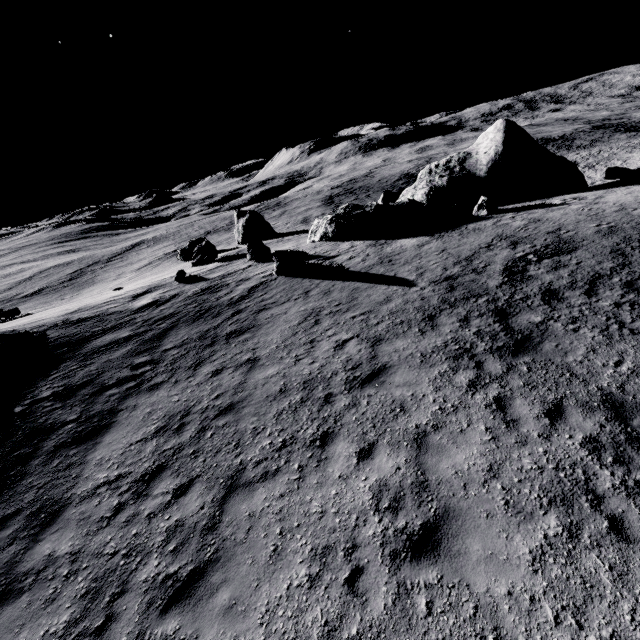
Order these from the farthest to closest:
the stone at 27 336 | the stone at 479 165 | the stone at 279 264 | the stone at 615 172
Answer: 1. the stone at 615 172
2. the stone at 479 165
3. the stone at 279 264
4. the stone at 27 336

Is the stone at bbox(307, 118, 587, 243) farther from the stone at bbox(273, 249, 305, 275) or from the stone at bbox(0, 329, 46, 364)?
the stone at bbox(0, 329, 46, 364)

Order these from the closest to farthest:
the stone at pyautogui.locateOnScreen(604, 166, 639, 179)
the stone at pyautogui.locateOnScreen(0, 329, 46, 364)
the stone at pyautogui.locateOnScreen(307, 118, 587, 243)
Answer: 1. the stone at pyautogui.locateOnScreen(0, 329, 46, 364)
2. the stone at pyautogui.locateOnScreen(307, 118, 587, 243)
3. the stone at pyautogui.locateOnScreen(604, 166, 639, 179)

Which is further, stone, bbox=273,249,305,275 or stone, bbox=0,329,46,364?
stone, bbox=273,249,305,275

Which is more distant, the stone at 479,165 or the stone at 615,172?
the stone at 615,172

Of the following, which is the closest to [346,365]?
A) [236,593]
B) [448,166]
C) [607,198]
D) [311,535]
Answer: [311,535]

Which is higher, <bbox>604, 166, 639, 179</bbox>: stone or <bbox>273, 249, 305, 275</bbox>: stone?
<bbox>273, 249, 305, 275</bbox>: stone

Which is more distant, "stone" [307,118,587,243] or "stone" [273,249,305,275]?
"stone" [307,118,587,243]
